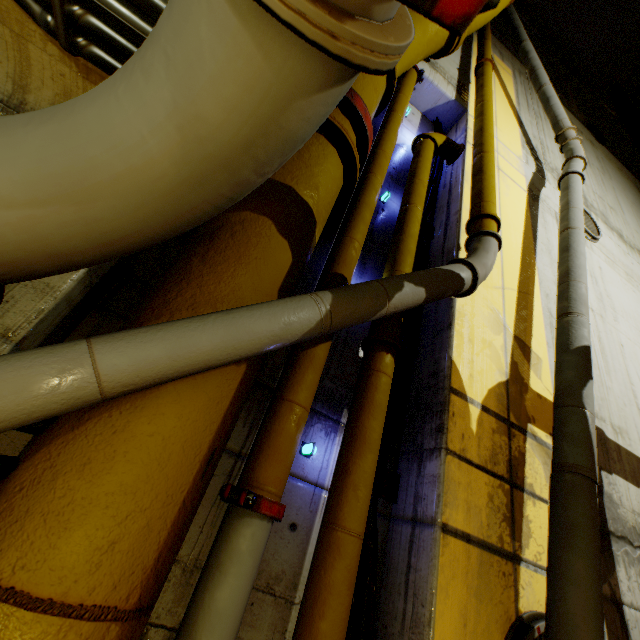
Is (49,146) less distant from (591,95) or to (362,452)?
(362,452)

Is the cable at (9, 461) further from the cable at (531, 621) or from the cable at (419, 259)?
the cable at (531, 621)

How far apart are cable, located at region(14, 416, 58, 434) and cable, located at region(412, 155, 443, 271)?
1.8 meters

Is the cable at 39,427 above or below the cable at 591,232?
below

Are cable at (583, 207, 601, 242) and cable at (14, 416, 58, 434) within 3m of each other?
no

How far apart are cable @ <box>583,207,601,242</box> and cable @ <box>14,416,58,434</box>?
7.34m

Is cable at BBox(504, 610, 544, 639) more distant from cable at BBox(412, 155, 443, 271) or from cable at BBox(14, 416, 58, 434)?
cable at BBox(14, 416, 58, 434)

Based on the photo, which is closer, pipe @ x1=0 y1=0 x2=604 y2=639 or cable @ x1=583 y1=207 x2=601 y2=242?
pipe @ x1=0 y1=0 x2=604 y2=639
